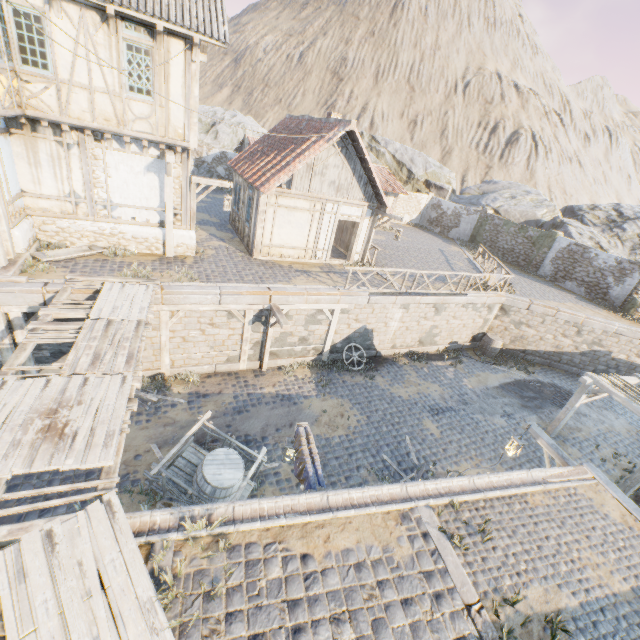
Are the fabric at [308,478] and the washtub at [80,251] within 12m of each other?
yes

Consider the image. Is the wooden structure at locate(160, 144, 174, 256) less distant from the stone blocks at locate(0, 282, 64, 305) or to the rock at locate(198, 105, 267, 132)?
the stone blocks at locate(0, 282, 64, 305)

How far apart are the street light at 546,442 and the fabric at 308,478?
5.90m

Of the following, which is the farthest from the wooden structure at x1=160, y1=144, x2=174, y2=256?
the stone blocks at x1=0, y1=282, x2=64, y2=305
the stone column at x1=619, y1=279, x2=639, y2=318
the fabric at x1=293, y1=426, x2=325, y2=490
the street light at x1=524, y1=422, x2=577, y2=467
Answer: the stone column at x1=619, y1=279, x2=639, y2=318

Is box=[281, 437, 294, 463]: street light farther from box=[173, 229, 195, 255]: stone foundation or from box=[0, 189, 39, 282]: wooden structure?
box=[173, 229, 195, 255]: stone foundation

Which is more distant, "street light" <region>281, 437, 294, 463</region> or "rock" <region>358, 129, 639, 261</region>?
"rock" <region>358, 129, 639, 261</region>

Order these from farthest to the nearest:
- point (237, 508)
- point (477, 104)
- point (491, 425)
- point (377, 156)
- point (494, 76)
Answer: point (494, 76), point (477, 104), point (377, 156), point (491, 425), point (237, 508)

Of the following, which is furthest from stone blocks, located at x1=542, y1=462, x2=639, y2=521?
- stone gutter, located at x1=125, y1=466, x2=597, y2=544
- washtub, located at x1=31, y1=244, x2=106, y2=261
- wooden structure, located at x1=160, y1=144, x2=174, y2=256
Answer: wooden structure, located at x1=160, y1=144, x2=174, y2=256
